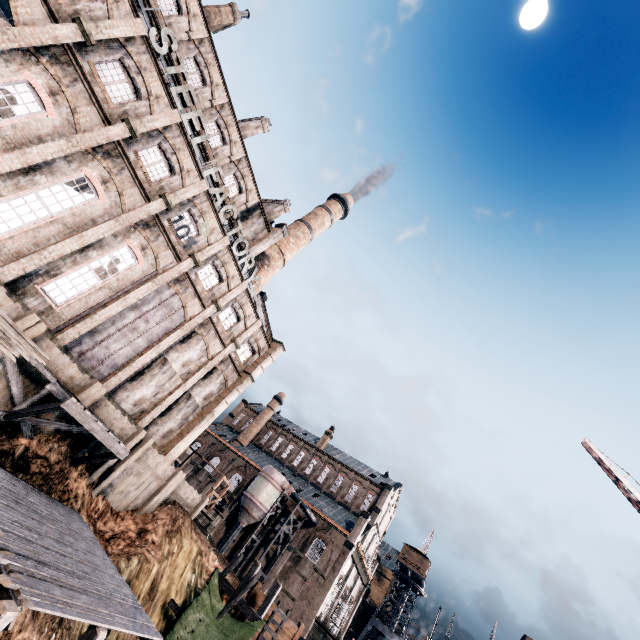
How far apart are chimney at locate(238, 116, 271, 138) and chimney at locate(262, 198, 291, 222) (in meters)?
7.55

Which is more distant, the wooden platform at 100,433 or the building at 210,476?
the building at 210,476

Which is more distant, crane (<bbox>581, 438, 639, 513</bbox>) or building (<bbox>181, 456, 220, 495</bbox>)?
building (<bbox>181, 456, 220, 495</bbox>)

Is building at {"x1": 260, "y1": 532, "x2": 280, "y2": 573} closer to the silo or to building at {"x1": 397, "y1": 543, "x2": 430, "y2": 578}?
the silo

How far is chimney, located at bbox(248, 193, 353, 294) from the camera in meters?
40.2

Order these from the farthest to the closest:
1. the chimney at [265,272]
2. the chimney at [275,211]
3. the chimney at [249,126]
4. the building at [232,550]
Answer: the building at [232,550]
the chimney at [265,272]
the chimney at [275,211]
the chimney at [249,126]

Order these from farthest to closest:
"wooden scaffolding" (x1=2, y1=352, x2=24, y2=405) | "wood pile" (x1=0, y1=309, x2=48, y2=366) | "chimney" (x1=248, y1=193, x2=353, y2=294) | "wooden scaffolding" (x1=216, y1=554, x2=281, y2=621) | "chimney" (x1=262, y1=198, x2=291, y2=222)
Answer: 1. "chimney" (x1=248, y1=193, x2=353, y2=294)
2. "chimney" (x1=262, y1=198, x2=291, y2=222)
3. "wooden scaffolding" (x1=216, y1=554, x2=281, y2=621)
4. "wooden scaffolding" (x1=2, y1=352, x2=24, y2=405)
5. "wood pile" (x1=0, y1=309, x2=48, y2=366)

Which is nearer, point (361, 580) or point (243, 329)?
point (243, 329)
